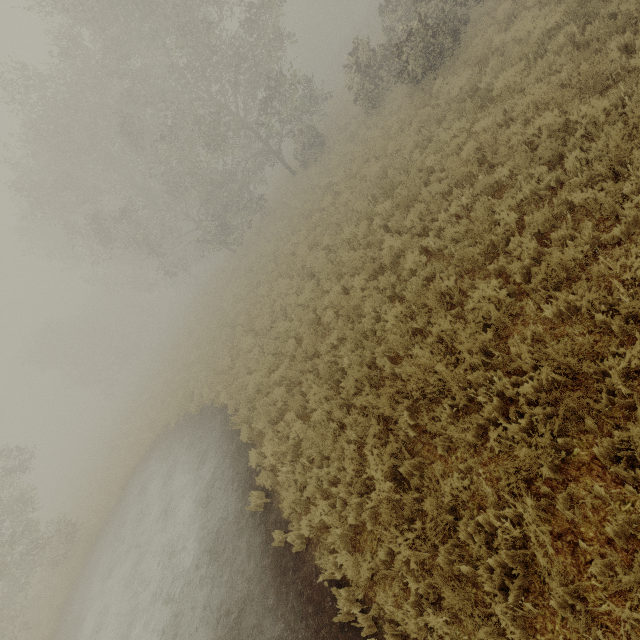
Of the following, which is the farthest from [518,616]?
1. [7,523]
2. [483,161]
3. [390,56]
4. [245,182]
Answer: [7,523]
